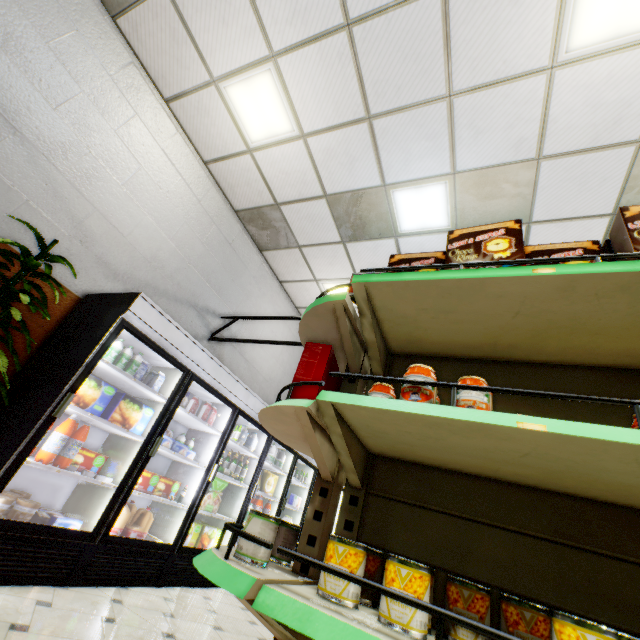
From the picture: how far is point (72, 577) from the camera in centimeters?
262cm

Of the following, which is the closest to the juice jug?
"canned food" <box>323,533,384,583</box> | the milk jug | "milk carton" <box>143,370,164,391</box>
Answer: "milk carton" <box>143,370,164,391</box>

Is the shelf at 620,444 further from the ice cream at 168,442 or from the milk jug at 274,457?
the milk jug at 274,457

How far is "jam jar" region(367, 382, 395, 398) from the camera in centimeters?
140cm

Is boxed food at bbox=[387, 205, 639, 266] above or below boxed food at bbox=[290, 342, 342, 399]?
above

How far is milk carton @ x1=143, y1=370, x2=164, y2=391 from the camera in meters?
3.5

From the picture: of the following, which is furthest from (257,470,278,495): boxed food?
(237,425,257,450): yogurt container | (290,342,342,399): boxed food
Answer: (290,342,342,399): boxed food

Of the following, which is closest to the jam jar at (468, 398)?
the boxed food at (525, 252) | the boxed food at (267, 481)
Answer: the boxed food at (525, 252)
